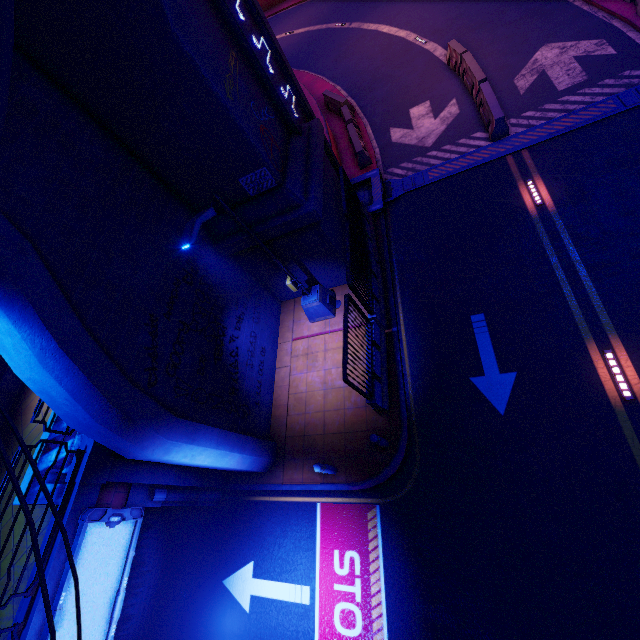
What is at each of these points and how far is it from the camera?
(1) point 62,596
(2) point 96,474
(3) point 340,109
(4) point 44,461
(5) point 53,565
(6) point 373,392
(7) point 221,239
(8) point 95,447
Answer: (1) sign, 6.1m
(2) pillar, 7.3m
(3) fence, 17.5m
(4) fence, 7.3m
(5) beam, 6.4m
(6) fence, 8.7m
(7) wall arch, 10.1m
(8) beam, 7.5m

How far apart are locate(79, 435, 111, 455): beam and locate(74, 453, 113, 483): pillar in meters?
0.1 m

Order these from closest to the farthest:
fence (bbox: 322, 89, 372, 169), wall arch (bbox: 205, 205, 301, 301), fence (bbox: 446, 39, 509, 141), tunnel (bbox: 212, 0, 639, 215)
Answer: wall arch (bbox: 205, 205, 301, 301) < tunnel (bbox: 212, 0, 639, 215) < fence (bbox: 446, 39, 509, 141) < fence (bbox: 322, 89, 372, 169)

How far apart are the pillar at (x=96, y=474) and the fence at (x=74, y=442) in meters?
0.6

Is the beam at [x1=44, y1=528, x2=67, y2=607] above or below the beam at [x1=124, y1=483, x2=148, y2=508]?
above

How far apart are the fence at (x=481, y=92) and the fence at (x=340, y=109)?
4.9m

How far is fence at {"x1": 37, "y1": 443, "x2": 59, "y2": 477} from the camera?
7.25m

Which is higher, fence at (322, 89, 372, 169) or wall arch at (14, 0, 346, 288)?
wall arch at (14, 0, 346, 288)
